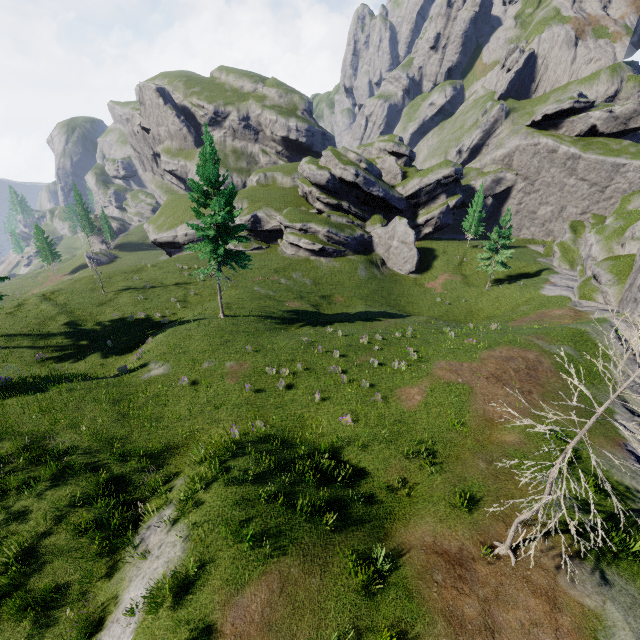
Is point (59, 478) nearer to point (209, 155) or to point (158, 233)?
point (209, 155)
